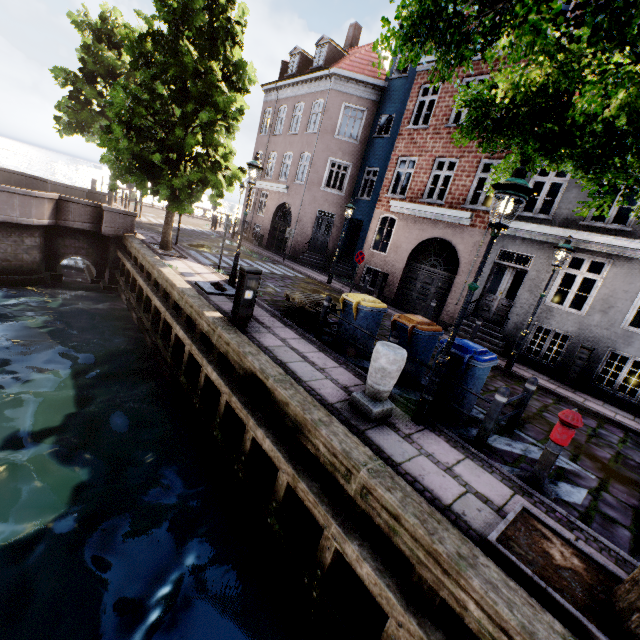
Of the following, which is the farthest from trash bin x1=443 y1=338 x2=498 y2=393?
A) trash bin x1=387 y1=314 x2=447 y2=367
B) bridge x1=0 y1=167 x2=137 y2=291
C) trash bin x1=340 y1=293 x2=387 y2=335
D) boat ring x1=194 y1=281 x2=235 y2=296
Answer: bridge x1=0 y1=167 x2=137 y2=291

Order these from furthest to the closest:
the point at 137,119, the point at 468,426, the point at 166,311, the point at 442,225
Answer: the point at 442,225 → the point at 137,119 → the point at 166,311 → the point at 468,426

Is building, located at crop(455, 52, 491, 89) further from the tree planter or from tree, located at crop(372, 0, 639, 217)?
the tree planter

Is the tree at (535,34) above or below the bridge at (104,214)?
above

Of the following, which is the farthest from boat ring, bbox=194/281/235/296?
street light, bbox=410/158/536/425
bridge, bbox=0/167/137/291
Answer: bridge, bbox=0/167/137/291

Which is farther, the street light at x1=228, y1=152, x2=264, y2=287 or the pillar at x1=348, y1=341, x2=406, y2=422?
the street light at x1=228, y1=152, x2=264, y2=287

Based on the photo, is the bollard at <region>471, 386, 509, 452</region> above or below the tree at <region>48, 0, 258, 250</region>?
below

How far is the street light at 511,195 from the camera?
3.97m
